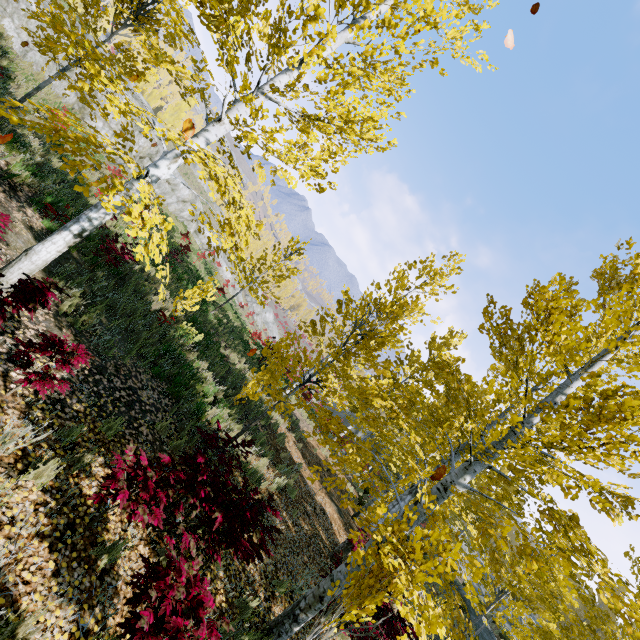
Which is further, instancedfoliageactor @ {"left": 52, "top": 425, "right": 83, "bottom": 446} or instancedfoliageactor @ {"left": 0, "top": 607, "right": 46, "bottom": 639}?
instancedfoliageactor @ {"left": 52, "top": 425, "right": 83, "bottom": 446}

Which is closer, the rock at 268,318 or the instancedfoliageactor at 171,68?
the instancedfoliageactor at 171,68

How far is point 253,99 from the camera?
3.9m

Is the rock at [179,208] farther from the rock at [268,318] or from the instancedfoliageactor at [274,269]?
the instancedfoliageactor at [274,269]

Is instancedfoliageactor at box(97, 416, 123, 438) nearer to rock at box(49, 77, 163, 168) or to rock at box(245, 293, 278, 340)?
rock at box(49, 77, 163, 168)

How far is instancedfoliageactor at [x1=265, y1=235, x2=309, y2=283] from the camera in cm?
1505
